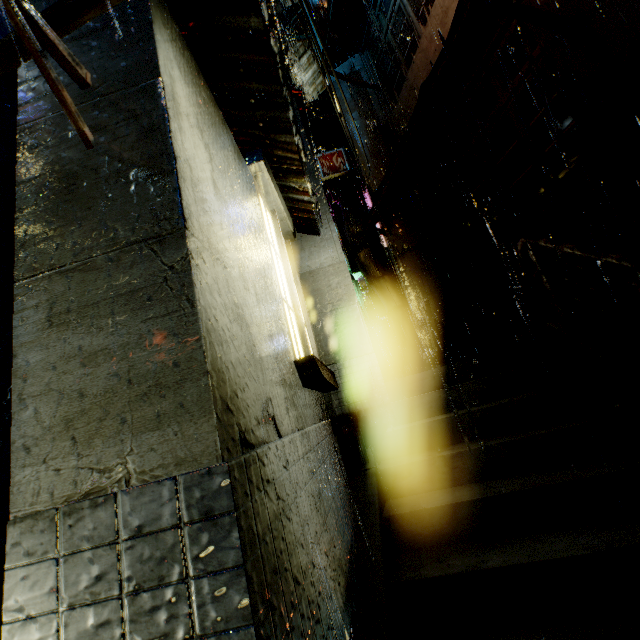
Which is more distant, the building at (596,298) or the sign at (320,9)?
the sign at (320,9)

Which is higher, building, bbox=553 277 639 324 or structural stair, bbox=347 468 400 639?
building, bbox=553 277 639 324

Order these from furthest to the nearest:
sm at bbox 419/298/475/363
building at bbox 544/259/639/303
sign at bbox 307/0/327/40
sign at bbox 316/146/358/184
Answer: sign at bbox 316/146/358/184 → sign at bbox 307/0/327/40 → sm at bbox 419/298/475/363 → building at bbox 544/259/639/303

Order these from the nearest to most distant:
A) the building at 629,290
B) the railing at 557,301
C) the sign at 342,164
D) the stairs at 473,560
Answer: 1. the stairs at 473,560
2. the railing at 557,301
3. the building at 629,290
4. the sign at 342,164

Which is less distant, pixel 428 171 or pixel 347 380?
pixel 347 380

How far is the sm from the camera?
9.86m

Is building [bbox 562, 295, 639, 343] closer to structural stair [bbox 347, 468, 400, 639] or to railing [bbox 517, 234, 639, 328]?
structural stair [bbox 347, 468, 400, 639]

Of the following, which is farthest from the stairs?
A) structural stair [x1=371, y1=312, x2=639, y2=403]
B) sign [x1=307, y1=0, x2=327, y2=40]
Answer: sign [x1=307, y1=0, x2=327, y2=40]
